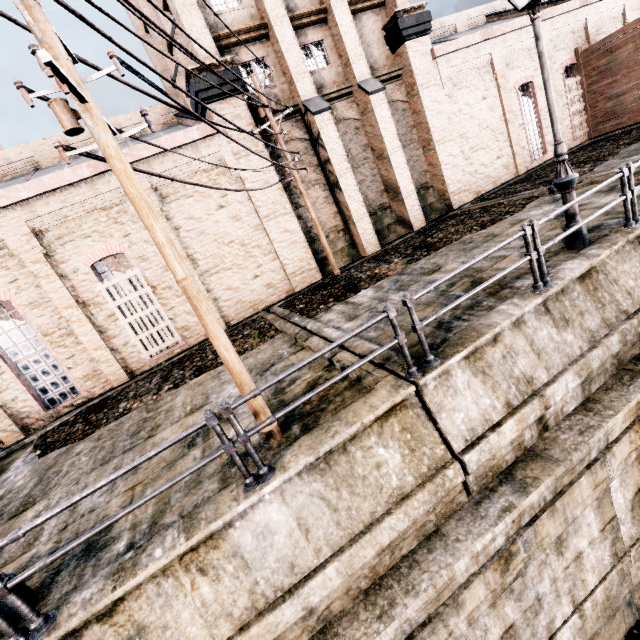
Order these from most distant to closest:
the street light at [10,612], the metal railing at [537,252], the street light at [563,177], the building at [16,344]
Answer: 1. the building at [16,344]
2. the street light at [563,177]
3. the metal railing at [537,252]
4. the street light at [10,612]

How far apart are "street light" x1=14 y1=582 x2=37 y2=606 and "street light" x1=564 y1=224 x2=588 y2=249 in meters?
11.1

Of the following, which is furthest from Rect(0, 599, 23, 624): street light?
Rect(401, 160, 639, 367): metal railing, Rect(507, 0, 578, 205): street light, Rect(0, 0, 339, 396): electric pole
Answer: Rect(507, 0, 578, 205): street light

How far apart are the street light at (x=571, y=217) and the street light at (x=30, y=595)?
11.1m

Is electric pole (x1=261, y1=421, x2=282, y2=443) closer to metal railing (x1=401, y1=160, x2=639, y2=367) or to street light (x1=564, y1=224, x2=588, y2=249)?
metal railing (x1=401, y1=160, x2=639, y2=367)

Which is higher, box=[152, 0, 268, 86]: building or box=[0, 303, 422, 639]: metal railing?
box=[152, 0, 268, 86]: building

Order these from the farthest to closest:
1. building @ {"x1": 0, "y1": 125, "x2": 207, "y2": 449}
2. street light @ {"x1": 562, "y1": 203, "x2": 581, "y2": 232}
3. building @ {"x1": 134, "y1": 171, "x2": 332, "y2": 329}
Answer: building @ {"x1": 134, "y1": 171, "x2": 332, "y2": 329} < building @ {"x1": 0, "y1": 125, "x2": 207, "y2": 449} < street light @ {"x1": 562, "y1": 203, "x2": 581, "y2": 232}

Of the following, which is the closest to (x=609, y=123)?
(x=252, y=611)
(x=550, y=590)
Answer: (x=550, y=590)
